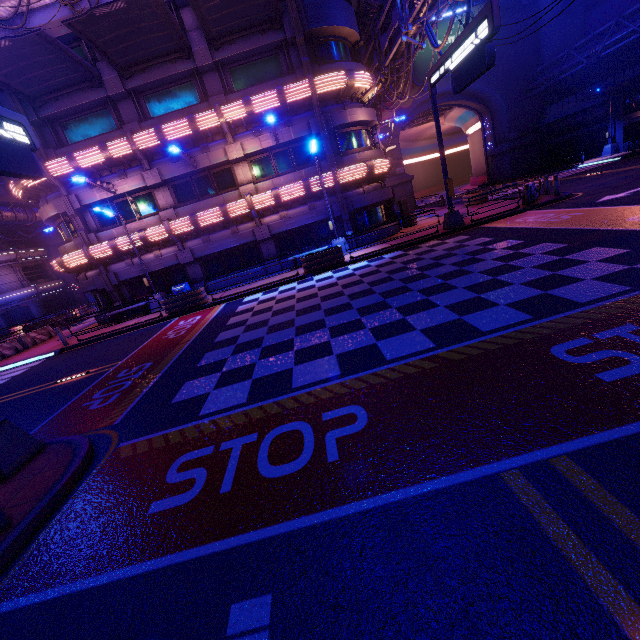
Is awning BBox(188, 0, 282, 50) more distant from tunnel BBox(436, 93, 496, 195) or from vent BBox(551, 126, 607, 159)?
vent BBox(551, 126, 607, 159)

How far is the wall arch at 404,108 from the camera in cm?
A: 3728

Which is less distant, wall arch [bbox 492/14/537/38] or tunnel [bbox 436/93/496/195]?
wall arch [bbox 492/14/537/38]

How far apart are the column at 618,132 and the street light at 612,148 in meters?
0.0

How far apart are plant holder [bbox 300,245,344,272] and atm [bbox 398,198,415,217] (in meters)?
8.27

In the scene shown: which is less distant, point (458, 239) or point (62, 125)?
point (458, 239)

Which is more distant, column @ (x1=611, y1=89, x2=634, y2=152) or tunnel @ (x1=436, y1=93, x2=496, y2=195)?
tunnel @ (x1=436, y1=93, x2=496, y2=195)

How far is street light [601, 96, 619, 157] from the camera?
30.00m
